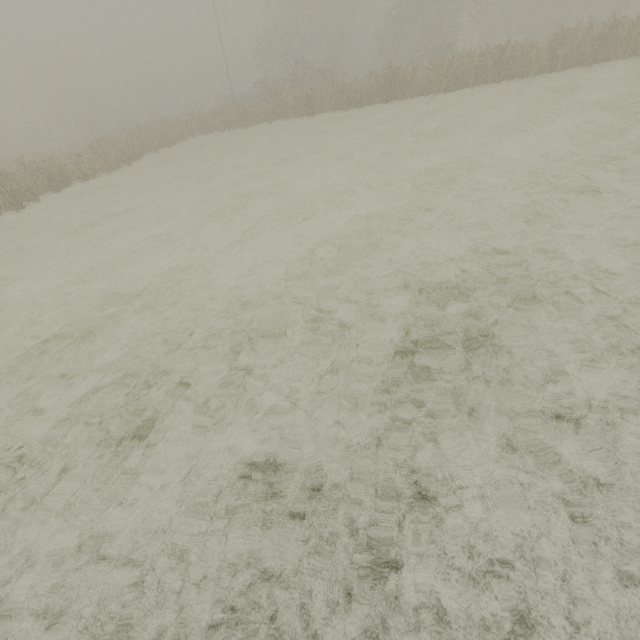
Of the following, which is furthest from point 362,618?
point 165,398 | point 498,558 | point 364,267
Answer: point 364,267

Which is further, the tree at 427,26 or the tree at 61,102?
the tree at 61,102

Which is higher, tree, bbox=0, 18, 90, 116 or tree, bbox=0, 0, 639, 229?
tree, bbox=0, 18, 90, 116

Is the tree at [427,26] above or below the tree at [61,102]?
below

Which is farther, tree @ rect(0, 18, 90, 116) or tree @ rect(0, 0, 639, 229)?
tree @ rect(0, 18, 90, 116)
